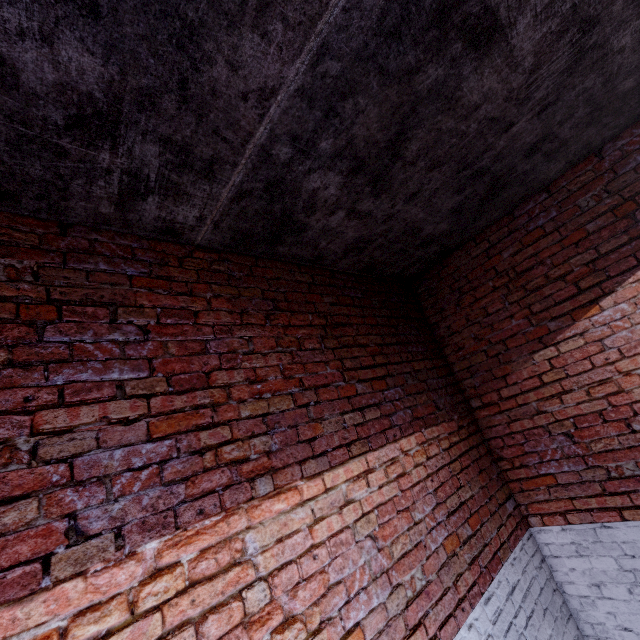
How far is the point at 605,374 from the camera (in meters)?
2.88
